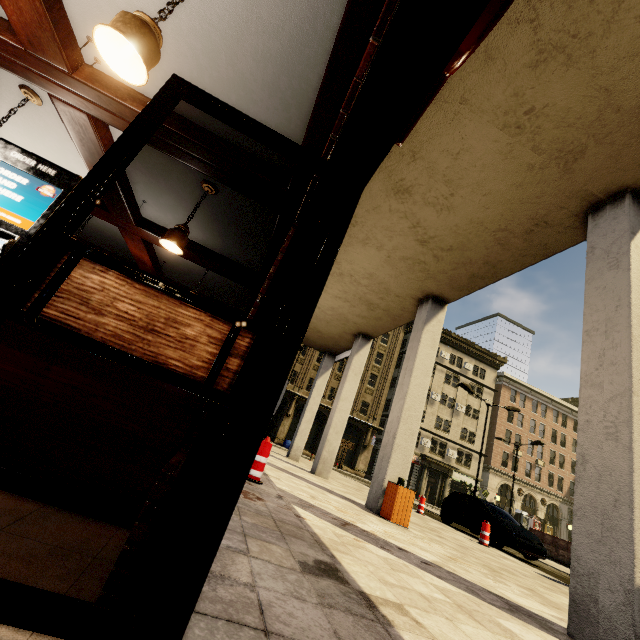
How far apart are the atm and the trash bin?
46.30m

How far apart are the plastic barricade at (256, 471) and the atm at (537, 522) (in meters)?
50.13

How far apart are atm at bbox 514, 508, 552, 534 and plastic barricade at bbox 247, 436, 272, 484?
50.1m

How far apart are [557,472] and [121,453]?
58.88m

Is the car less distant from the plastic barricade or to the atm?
the plastic barricade

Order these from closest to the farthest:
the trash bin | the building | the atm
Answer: the building, the trash bin, the atm

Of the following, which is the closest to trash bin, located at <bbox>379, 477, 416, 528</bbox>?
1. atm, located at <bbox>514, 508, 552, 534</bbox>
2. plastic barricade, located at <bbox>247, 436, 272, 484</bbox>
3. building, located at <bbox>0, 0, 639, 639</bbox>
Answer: building, located at <bbox>0, 0, 639, 639</bbox>

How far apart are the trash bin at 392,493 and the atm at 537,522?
46.3m
